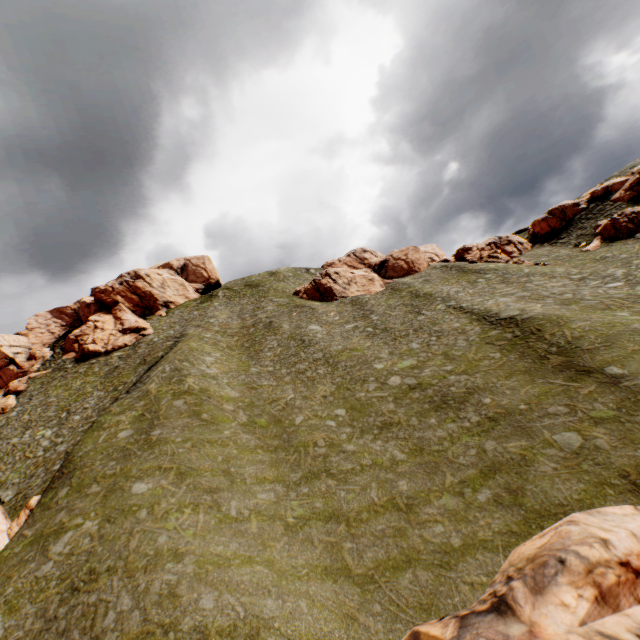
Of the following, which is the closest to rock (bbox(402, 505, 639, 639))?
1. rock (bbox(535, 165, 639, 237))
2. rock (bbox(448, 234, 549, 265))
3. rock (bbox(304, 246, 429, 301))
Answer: rock (bbox(535, 165, 639, 237))

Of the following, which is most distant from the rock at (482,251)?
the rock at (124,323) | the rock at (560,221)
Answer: the rock at (124,323)

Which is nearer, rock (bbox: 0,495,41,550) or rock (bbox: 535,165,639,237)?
rock (bbox: 0,495,41,550)

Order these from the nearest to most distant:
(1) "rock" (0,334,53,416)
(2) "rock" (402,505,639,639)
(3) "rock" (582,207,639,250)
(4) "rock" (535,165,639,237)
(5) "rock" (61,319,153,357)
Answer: (2) "rock" (402,505,639,639)
(3) "rock" (582,207,639,250)
(4) "rock" (535,165,639,237)
(1) "rock" (0,334,53,416)
(5) "rock" (61,319,153,357)

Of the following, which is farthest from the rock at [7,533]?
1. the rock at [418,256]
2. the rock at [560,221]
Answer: the rock at [418,256]

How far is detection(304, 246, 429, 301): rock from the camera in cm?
5622

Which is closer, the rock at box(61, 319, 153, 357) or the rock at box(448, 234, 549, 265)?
the rock at box(448, 234, 549, 265)

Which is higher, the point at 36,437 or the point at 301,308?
the point at 301,308
